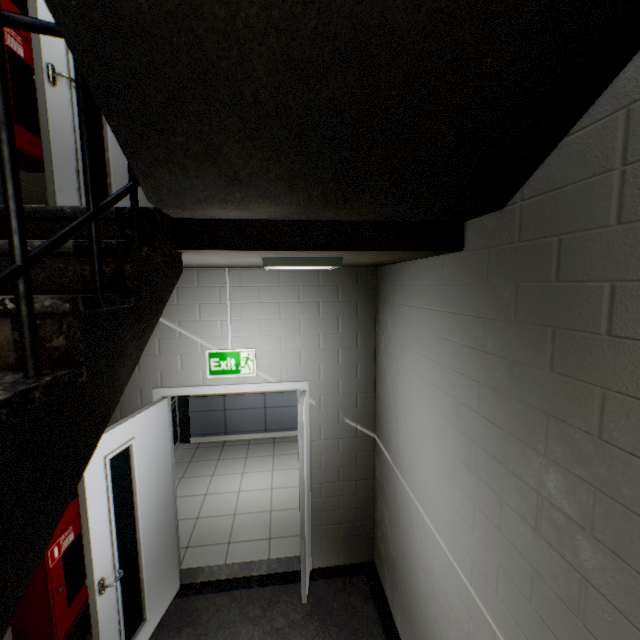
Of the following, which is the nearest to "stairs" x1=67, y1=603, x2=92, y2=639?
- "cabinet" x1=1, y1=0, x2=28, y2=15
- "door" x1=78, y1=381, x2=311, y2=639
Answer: "door" x1=78, y1=381, x2=311, y2=639

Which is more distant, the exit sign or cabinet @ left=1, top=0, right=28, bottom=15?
the exit sign

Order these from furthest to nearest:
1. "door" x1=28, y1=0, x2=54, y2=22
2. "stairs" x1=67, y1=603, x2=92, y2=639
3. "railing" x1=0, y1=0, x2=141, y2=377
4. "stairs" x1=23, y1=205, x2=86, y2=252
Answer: "stairs" x1=67, y1=603, x2=92, y2=639 < "door" x1=28, y1=0, x2=54, y2=22 < "stairs" x1=23, y1=205, x2=86, y2=252 < "railing" x1=0, y1=0, x2=141, y2=377

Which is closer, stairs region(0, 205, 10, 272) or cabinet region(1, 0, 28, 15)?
stairs region(0, 205, 10, 272)

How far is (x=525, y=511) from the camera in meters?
1.3

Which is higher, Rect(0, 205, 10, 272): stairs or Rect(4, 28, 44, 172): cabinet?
Rect(4, 28, 44, 172): cabinet

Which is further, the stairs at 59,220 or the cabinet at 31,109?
the cabinet at 31,109

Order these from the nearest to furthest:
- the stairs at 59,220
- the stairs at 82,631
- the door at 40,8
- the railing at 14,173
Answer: the railing at 14,173, the stairs at 59,220, the door at 40,8, the stairs at 82,631
